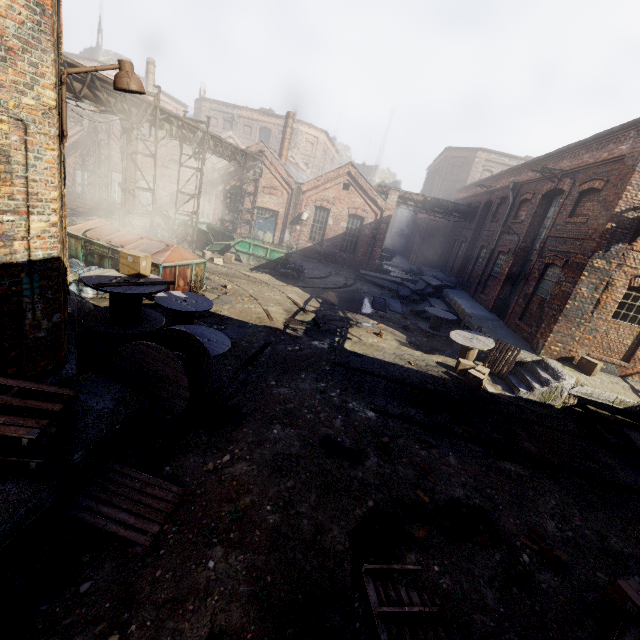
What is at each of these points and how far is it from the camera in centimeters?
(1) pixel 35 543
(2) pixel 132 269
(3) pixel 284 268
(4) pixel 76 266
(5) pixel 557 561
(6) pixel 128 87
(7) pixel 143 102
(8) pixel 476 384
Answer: (1) building, 368cm
(2) carton, 700cm
(3) trash bag, 1877cm
(4) trash bag, 1081cm
(5) instancedfoliageactor, 488cm
(6) light, 453cm
(7) pipe, 1206cm
(8) carton, 1019cm

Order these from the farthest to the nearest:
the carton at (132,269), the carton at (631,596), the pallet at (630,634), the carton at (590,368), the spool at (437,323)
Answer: the spool at (437,323)
the carton at (590,368)
the carton at (132,269)
the carton at (631,596)
the pallet at (630,634)

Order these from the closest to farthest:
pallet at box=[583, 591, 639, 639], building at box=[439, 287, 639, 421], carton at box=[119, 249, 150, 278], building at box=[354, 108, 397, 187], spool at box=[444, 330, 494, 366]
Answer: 1. pallet at box=[583, 591, 639, 639]
2. carton at box=[119, 249, 150, 278]
3. building at box=[439, 287, 639, 421]
4. spool at box=[444, 330, 494, 366]
5. building at box=[354, 108, 397, 187]

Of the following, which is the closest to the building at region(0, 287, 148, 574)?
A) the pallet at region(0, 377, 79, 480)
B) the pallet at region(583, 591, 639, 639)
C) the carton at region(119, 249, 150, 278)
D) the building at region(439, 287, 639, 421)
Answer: the pallet at region(0, 377, 79, 480)

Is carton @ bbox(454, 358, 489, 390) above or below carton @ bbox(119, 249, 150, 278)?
below

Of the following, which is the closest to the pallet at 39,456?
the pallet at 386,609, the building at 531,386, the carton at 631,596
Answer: the pallet at 386,609

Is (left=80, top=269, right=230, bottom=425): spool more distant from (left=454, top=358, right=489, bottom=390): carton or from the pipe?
(left=454, top=358, right=489, bottom=390): carton

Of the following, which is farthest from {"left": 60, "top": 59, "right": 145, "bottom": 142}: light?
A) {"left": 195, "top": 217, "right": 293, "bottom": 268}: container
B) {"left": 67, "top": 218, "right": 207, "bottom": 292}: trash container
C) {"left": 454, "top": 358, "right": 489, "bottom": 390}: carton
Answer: {"left": 195, "top": 217, "right": 293, "bottom": 268}: container
